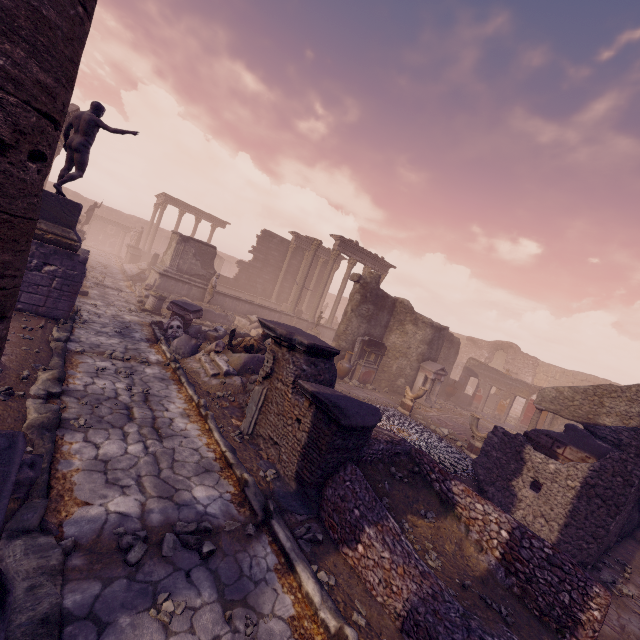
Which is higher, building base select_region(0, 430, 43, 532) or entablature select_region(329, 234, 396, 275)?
entablature select_region(329, 234, 396, 275)

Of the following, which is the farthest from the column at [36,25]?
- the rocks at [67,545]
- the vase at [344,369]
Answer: the vase at [344,369]

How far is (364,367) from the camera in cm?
1507

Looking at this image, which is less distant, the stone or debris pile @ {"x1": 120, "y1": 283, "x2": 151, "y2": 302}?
the stone

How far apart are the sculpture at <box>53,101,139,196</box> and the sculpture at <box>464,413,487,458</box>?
13.4 meters

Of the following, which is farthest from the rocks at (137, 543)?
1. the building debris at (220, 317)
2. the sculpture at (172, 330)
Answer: the building debris at (220, 317)

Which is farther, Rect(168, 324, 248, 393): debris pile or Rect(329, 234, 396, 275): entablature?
Rect(329, 234, 396, 275): entablature

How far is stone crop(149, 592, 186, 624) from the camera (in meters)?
2.79
